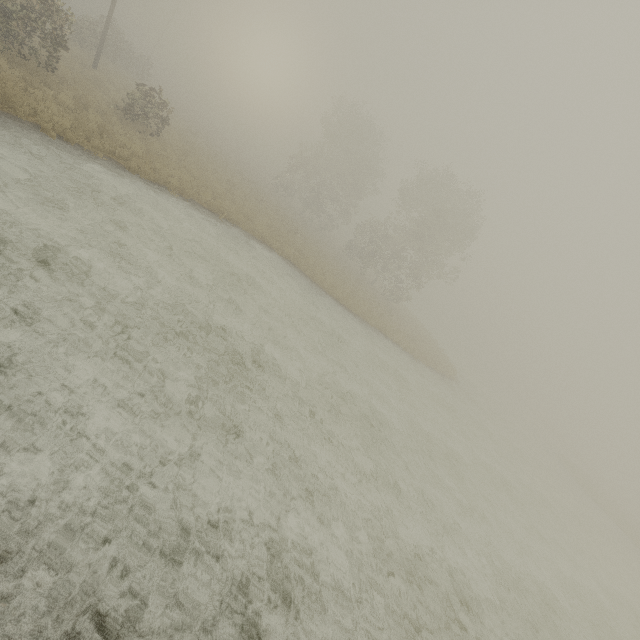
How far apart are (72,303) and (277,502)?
5.4 meters
